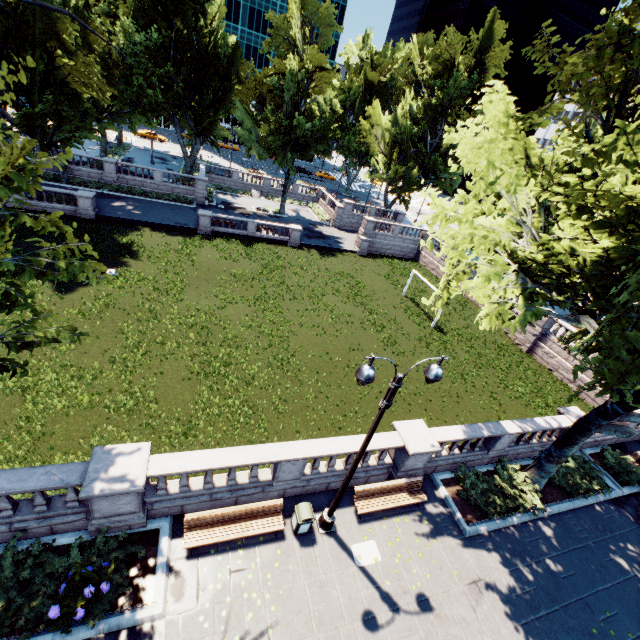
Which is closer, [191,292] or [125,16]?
[191,292]

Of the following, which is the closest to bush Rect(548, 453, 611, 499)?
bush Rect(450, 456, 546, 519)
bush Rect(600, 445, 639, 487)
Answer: bush Rect(600, 445, 639, 487)

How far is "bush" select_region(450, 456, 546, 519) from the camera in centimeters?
1288cm

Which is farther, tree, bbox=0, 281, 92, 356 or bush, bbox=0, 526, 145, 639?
bush, bbox=0, 526, 145, 639

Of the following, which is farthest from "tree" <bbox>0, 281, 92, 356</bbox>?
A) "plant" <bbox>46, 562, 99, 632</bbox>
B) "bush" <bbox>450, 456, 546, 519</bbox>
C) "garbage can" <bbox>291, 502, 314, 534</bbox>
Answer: "garbage can" <bbox>291, 502, 314, 534</bbox>

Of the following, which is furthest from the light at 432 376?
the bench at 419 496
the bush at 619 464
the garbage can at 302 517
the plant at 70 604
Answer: the bush at 619 464

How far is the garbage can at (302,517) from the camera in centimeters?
1005cm

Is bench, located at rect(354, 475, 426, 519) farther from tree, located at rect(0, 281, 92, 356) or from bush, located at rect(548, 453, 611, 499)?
bush, located at rect(548, 453, 611, 499)
